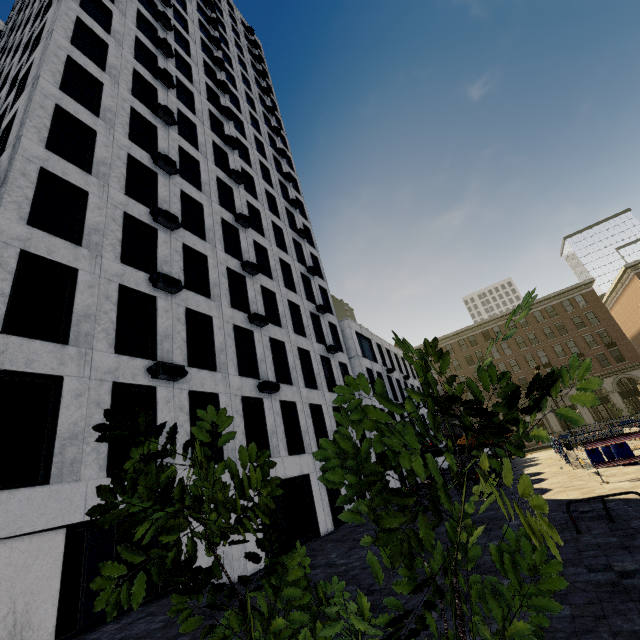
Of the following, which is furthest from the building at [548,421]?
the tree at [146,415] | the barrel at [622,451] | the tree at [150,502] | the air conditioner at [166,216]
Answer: the barrel at [622,451]

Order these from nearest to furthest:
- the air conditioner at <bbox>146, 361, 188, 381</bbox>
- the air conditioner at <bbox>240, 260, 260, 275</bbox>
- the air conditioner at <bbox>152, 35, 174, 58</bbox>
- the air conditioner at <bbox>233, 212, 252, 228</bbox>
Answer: the air conditioner at <bbox>146, 361, 188, 381</bbox>, the air conditioner at <bbox>240, 260, 260, 275</bbox>, the air conditioner at <bbox>233, 212, 252, 228</bbox>, the air conditioner at <bbox>152, 35, 174, 58</bbox>

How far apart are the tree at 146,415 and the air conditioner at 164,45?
29.68m

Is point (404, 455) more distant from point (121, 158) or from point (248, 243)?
point (248, 243)

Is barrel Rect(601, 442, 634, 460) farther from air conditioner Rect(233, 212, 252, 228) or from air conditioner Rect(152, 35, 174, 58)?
air conditioner Rect(152, 35, 174, 58)

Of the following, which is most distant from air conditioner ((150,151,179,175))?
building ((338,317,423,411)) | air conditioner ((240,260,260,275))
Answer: building ((338,317,423,411))

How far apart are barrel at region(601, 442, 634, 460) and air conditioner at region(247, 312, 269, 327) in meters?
18.2 m

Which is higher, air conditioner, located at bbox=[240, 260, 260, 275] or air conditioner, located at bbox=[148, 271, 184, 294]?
air conditioner, located at bbox=[240, 260, 260, 275]
